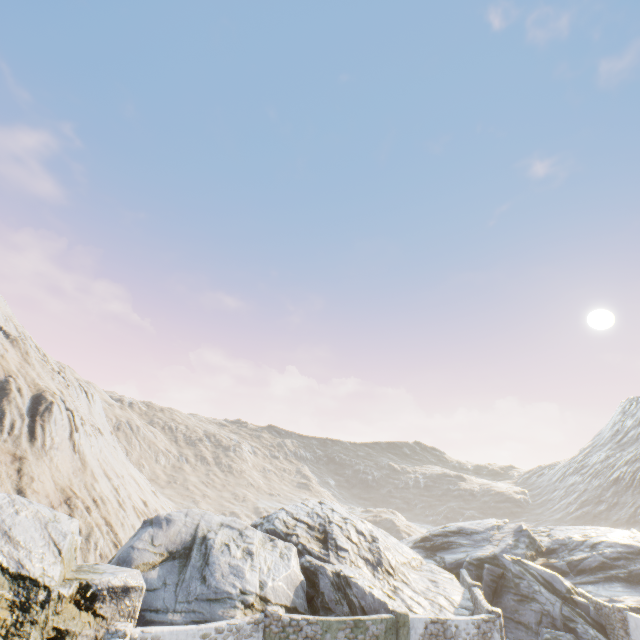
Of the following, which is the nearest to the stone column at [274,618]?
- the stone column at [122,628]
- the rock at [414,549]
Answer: the rock at [414,549]

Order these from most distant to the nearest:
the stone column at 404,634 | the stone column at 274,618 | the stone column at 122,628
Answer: the stone column at 404,634
the stone column at 274,618
the stone column at 122,628

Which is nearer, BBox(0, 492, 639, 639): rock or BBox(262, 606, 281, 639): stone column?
BBox(0, 492, 639, 639): rock

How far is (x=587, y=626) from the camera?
21.66m

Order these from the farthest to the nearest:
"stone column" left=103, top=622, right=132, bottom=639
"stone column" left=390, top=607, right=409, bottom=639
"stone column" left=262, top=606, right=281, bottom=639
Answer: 1. "stone column" left=390, top=607, right=409, bottom=639
2. "stone column" left=262, top=606, right=281, bottom=639
3. "stone column" left=103, top=622, right=132, bottom=639

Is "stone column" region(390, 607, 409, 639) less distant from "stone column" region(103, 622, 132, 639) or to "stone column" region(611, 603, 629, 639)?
"stone column" region(103, 622, 132, 639)

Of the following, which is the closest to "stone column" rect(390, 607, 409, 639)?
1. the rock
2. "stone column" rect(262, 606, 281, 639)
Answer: the rock

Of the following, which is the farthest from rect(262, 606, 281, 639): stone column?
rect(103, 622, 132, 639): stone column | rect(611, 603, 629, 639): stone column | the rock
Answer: rect(611, 603, 629, 639): stone column
